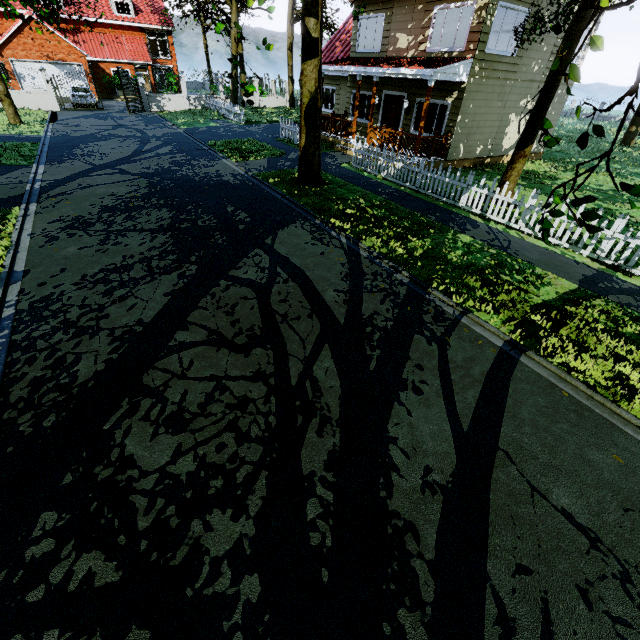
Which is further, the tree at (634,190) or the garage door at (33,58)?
the garage door at (33,58)

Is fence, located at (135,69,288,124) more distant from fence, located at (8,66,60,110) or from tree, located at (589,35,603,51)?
fence, located at (8,66,60,110)

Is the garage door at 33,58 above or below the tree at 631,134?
above

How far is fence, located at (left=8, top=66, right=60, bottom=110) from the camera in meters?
22.8 m

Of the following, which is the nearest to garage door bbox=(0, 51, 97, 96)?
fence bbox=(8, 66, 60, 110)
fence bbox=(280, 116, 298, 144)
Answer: fence bbox=(8, 66, 60, 110)

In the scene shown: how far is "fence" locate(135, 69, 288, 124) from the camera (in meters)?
25.59

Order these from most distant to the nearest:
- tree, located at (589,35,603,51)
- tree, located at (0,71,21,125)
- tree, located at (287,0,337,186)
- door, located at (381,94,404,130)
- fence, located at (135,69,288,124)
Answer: fence, located at (135,69,288,124) → tree, located at (0,71,21,125) → door, located at (381,94,404,130) → tree, located at (287,0,337,186) → tree, located at (589,35,603,51)

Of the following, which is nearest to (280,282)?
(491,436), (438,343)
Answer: (438,343)
